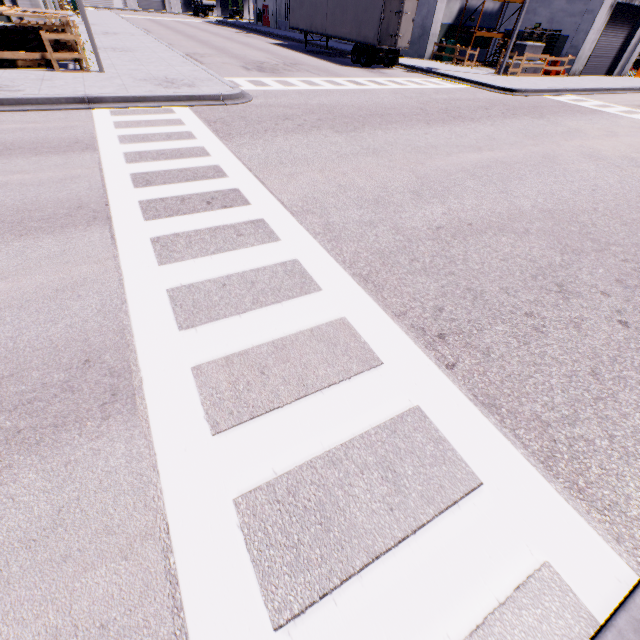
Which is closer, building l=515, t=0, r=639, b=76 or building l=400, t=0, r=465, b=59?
building l=515, t=0, r=639, b=76

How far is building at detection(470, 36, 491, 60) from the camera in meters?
28.8

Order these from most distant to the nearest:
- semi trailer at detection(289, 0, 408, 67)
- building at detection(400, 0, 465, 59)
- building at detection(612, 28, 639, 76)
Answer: building at detection(612, 28, 639, 76) < building at detection(400, 0, 465, 59) < semi trailer at detection(289, 0, 408, 67)

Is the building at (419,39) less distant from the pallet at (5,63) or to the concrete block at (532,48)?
the concrete block at (532,48)

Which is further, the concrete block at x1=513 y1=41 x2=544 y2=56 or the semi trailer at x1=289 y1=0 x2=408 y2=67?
the concrete block at x1=513 y1=41 x2=544 y2=56

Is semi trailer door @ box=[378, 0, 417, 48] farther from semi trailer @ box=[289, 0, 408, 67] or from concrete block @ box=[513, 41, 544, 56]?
concrete block @ box=[513, 41, 544, 56]

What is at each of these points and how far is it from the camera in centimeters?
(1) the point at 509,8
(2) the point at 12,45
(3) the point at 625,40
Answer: (1) building, 2770cm
(2) pallet, 1198cm
(3) roll-up door, 2670cm

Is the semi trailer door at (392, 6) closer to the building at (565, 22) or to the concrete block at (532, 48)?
the building at (565, 22)
